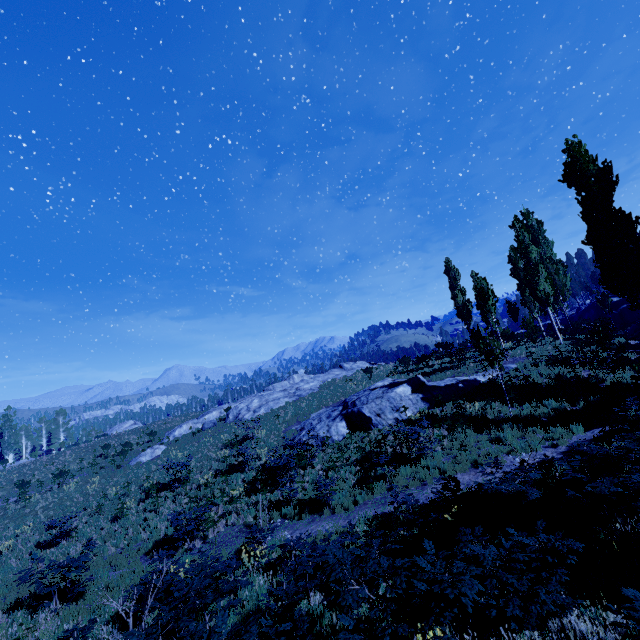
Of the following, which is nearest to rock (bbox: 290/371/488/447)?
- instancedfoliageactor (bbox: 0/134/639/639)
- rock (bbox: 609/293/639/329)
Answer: instancedfoliageactor (bbox: 0/134/639/639)

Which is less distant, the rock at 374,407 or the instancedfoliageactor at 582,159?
the instancedfoliageactor at 582,159

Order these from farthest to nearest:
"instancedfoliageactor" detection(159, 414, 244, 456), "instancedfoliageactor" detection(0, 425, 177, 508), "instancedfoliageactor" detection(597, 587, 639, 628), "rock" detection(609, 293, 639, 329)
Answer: "rock" detection(609, 293, 639, 329) < "instancedfoliageactor" detection(159, 414, 244, 456) < "instancedfoliageactor" detection(0, 425, 177, 508) < "instancedfoliageactor" detection(597, 587, 639, 628)

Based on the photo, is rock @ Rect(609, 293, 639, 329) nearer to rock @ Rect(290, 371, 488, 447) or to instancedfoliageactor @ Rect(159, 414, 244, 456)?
instancedfoliageactor @ Rect(159, 414, 244, 456)

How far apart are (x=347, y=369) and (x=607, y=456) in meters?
35.4 m

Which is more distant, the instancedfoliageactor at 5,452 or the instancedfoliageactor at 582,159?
the instancedfoliageactor at 5,452
